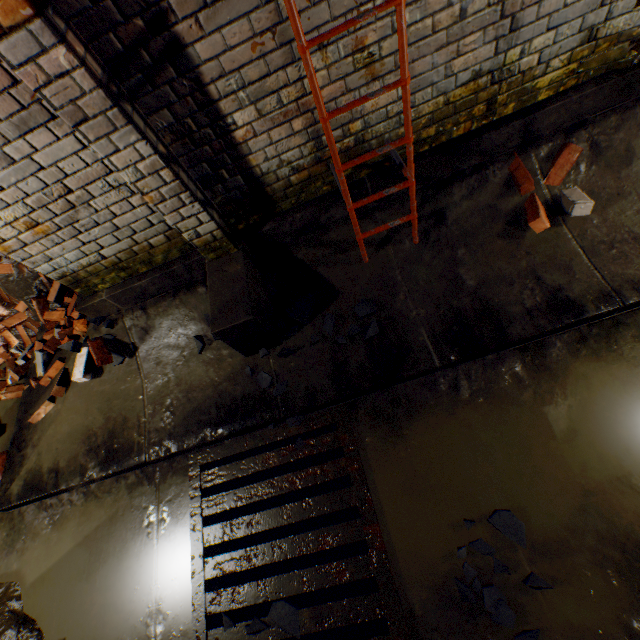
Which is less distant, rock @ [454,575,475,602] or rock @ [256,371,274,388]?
rock @ [454,575,475,602]

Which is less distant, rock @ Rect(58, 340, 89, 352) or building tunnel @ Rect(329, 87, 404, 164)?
building tunnel @ Rect(329, 87, 404, 164)

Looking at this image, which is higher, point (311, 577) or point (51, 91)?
point (51, 91)

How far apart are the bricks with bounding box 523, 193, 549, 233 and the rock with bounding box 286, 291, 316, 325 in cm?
124

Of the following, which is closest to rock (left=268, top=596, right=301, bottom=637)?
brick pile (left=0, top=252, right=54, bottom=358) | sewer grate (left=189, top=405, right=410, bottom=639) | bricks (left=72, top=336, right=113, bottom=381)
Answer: sewer grate (left=189, top=405, right=410, bottom=639)

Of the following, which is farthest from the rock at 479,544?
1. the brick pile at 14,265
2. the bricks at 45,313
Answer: the brick pile at 14,265

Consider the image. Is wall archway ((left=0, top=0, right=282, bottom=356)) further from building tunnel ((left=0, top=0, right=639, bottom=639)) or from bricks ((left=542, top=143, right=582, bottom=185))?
bricks ((left=542, top=143, right=582, bottom=185))

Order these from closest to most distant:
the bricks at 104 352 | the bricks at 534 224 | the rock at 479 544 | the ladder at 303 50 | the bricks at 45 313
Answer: the ladder at 303 50, the rock at 479 544, the bricks at 534 224, the bricks at 104 352, the bricks at 45 313
